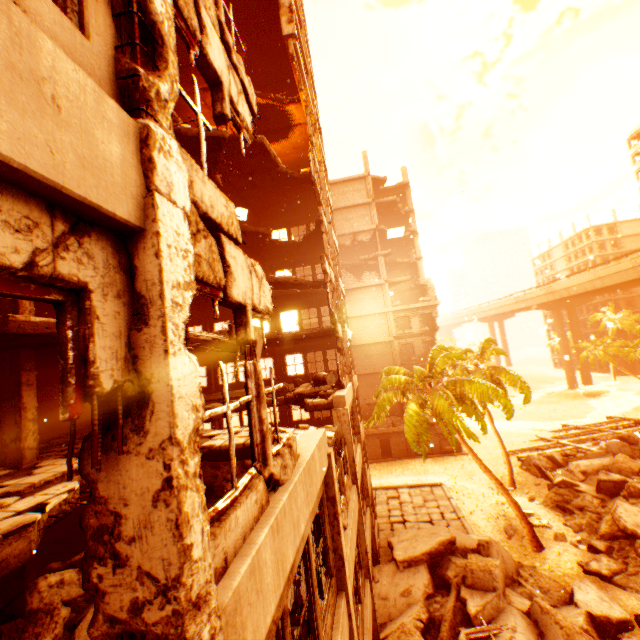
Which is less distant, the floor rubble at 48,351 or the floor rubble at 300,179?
the floor rubble at 48,351

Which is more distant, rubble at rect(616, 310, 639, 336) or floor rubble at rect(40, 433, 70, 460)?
rubble at rect(616, 310, 639, 336)

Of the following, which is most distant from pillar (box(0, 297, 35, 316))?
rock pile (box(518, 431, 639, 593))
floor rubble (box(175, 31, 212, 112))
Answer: rock pile (box(518, 431, 639, 593))

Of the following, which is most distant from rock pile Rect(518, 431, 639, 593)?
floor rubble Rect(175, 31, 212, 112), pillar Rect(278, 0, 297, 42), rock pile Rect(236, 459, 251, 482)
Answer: pillar Rect(278, 0, 297, 42)

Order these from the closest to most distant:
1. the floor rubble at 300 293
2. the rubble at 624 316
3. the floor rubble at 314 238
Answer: the floor rubble at 300 293 → the floor rubble at 314 238 → the rubble at 624 316

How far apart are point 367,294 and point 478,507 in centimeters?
2134cm

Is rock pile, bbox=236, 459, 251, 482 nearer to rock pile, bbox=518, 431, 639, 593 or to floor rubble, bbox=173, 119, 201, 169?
floor rubble, bbox=173, 119, 201, 169

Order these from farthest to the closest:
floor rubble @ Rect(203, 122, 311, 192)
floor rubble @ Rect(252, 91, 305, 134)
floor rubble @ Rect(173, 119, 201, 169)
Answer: floor rubble @ Rect(252, 91, 305, 134) < floor rubble @ Rect(203, 122, 311, 192) < floor rubble @ Rect(173, 119, 201, 169)
